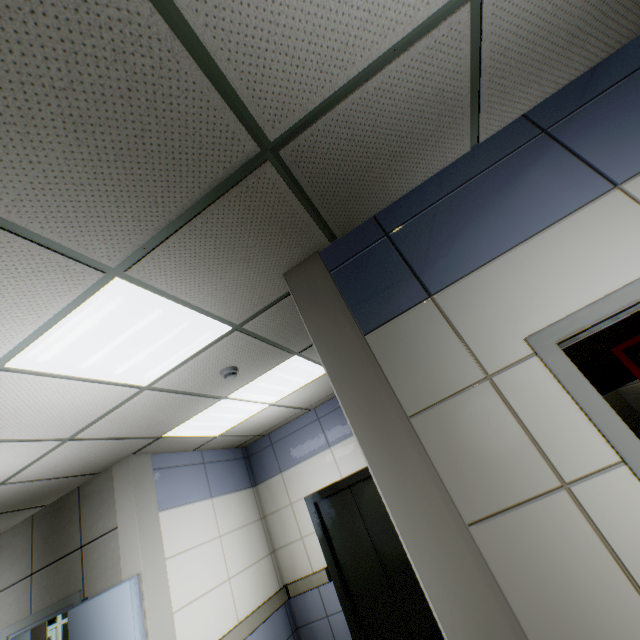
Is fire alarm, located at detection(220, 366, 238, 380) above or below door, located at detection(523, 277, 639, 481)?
above

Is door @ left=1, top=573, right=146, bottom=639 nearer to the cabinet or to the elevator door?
the cabinet

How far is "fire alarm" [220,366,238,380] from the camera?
3.0 meters

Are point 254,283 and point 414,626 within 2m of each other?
no

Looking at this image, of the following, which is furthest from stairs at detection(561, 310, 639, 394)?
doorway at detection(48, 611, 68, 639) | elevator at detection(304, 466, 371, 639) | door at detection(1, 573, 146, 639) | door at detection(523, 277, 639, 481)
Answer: doorway at detection(48, 611, 68, 639)

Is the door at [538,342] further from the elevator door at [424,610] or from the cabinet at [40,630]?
the cabinet at [40,630]

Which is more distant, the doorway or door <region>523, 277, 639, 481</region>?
the doorway

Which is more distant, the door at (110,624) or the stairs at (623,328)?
the stairs at (623,328)
